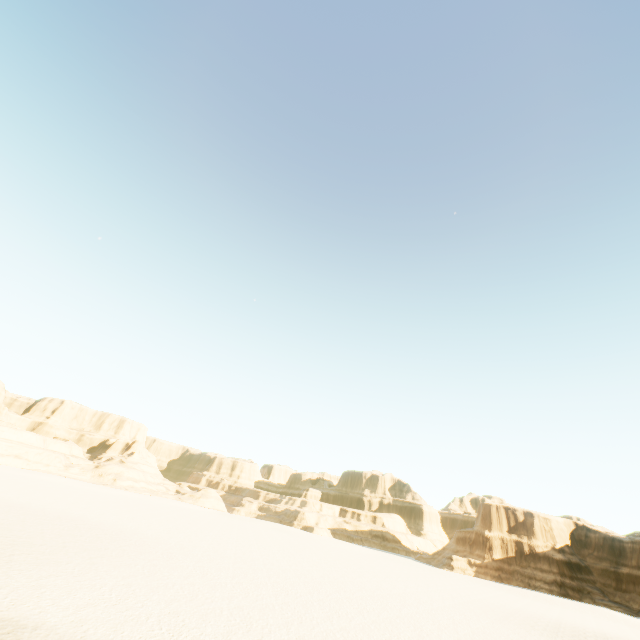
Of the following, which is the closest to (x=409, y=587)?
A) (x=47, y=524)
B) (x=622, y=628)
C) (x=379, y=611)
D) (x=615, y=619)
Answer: (x=379, y=611)
